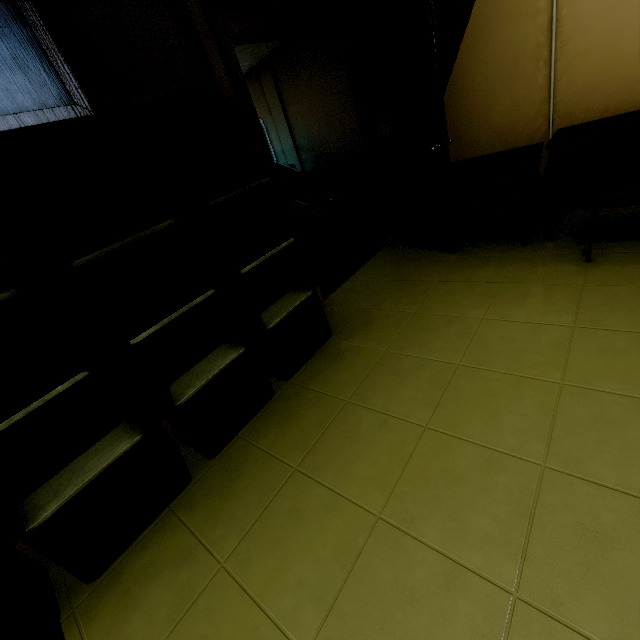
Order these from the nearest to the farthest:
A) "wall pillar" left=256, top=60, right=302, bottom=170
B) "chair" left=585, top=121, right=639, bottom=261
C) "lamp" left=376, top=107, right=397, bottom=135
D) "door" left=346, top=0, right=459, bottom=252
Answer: "chair" left=585, top=121, right=639, bottom=261, "door" left=346, top=0, right=459, bottom=252, "lamp" left=376, top=107, right=397, bottom=135, "wall pillar" left=256, top=60, right=302, bottom=170

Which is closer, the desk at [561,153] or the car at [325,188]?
the desk at [561,153]

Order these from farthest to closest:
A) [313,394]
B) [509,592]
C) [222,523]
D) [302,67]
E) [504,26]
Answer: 1. [302,67]
2. [504,26]
3. [313,394]
4. [222,523]
5. [509,592]

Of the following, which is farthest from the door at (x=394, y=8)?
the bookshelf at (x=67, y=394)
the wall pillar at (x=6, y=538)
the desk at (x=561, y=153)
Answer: the wall pillar at (x=6, y=538)

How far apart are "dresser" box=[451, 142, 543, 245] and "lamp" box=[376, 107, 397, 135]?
0.6m

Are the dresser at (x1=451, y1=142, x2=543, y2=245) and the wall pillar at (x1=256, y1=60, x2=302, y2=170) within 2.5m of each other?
no

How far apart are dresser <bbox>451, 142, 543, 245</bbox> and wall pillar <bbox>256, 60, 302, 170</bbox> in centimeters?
405cm

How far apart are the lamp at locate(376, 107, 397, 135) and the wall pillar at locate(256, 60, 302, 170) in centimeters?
372cm
